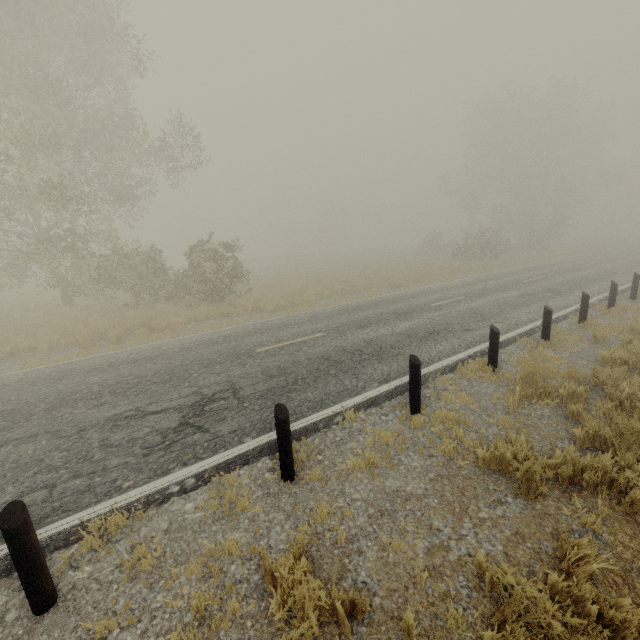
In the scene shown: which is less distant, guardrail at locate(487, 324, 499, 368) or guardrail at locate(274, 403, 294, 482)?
guardrail at locate(274, 403, 294, 482)

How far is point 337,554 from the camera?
3.2m

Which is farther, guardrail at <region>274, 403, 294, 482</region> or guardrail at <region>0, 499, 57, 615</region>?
guardrail at <region>274, 403, 294, 482</region>

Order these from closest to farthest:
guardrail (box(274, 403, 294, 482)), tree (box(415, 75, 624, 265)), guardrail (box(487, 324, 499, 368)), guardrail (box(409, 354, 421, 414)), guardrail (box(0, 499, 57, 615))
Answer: guardrail (box(0, 499, 57, 615))
guardrail (box(274, 403, 294, 482))
guardrail (box(409, 354, 421, 414))
guardrail (box(487, 324, 499, 368))
tree (box(415, 75, 624, 265))

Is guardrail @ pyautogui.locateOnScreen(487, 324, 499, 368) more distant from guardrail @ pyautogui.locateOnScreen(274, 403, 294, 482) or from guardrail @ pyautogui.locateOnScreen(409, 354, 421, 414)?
guardrail @ pyautogui.locateOnScreen(274, 403, 294, 482)

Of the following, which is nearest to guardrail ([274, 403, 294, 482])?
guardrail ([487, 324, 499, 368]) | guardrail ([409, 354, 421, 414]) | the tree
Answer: guardrail ([409, 354, 421, 414])

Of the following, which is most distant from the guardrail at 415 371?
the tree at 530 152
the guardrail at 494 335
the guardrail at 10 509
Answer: the tree at 530 152

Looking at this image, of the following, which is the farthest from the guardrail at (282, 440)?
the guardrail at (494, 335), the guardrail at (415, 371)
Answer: the guardrail at (494, 335)
